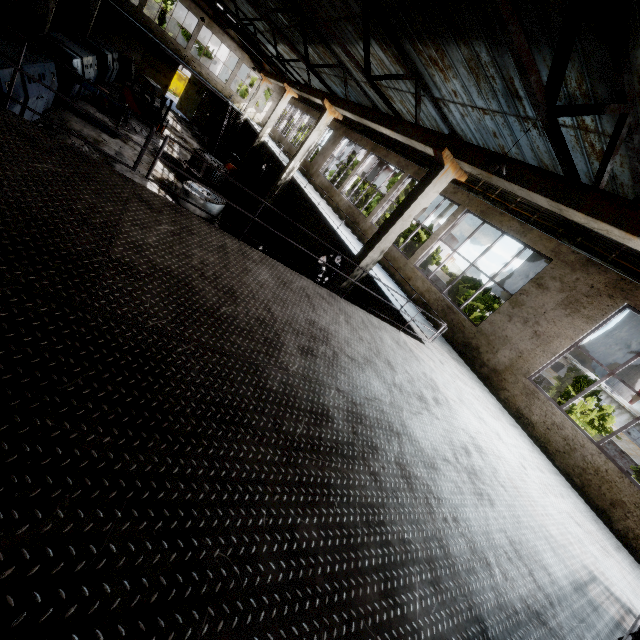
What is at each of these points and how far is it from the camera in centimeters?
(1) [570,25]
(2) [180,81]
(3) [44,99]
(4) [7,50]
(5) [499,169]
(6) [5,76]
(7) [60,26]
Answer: (1) roof support, 432cm
(2) garbage container, 4119cm
(3) cable machine, 1195cm
(4) cable machine, 1013cm
(5) roof support, 553cm
(6) cable machine, 930cm
(7) wire spool, 1856cm

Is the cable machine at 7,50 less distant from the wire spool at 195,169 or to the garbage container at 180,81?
the wire spool at 195,169

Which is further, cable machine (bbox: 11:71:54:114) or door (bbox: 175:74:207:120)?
door (bbox: 175:74:207:120)

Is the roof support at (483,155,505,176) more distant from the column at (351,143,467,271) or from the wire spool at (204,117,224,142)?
the wire spool at (204,117,224,142)

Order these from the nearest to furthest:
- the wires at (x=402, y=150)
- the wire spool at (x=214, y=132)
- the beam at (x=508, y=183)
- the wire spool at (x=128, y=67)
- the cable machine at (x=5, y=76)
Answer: the beam at (x=508, y=183), the cable machine at (x=5, y=76), the wires at (x=402, y=150), the wire spool at (x=128, y=67), the wire spool at (x=214, y=132)

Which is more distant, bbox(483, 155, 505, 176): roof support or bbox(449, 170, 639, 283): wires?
bbox(449, 170, 639, 283): wires

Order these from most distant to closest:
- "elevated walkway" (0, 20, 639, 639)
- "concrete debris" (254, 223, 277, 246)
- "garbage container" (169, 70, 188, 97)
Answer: "garbage container" (169, 70, 188, 97), "concrete debris" (254, 223, 277, 246), "elevated walkway" (0, 20, 639, 639)

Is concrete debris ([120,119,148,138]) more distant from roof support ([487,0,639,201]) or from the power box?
roof support ([487,0,639,201])
